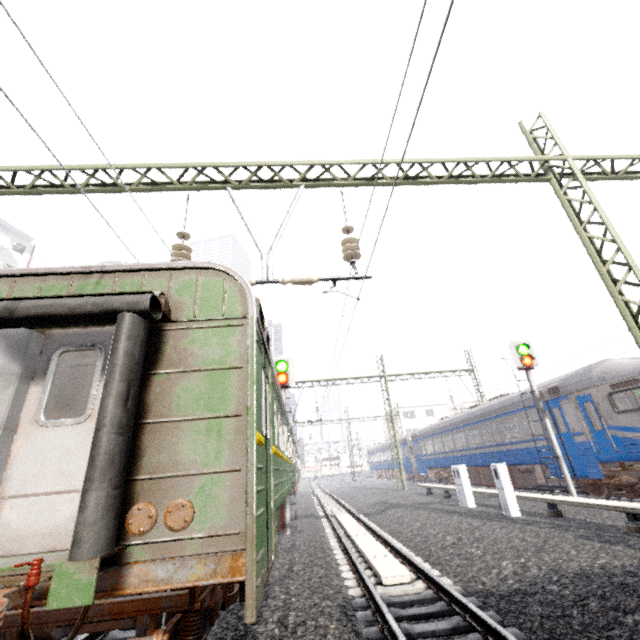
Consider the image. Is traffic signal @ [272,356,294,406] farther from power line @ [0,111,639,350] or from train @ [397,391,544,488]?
train @ [397,391,544,488]

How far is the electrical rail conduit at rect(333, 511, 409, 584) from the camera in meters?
5.5

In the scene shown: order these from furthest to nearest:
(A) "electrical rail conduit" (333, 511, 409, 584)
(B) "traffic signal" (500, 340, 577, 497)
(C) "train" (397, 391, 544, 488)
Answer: (C) "train" (397, 391, 544, 488) < (B) "traffic signal" (500, 340, 577, 497) < (A) "electrical rail conduit" (333, 511, 409, 584)

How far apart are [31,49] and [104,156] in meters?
1.2

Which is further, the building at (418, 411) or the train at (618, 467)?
the building at (418, 411)

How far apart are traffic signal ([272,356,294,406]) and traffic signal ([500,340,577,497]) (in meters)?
8.96

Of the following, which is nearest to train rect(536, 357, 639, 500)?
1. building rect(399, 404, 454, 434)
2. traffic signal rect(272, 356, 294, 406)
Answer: building rect(399, 404, 454, 434)

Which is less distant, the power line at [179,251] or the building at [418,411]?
the power line at [179,251]
